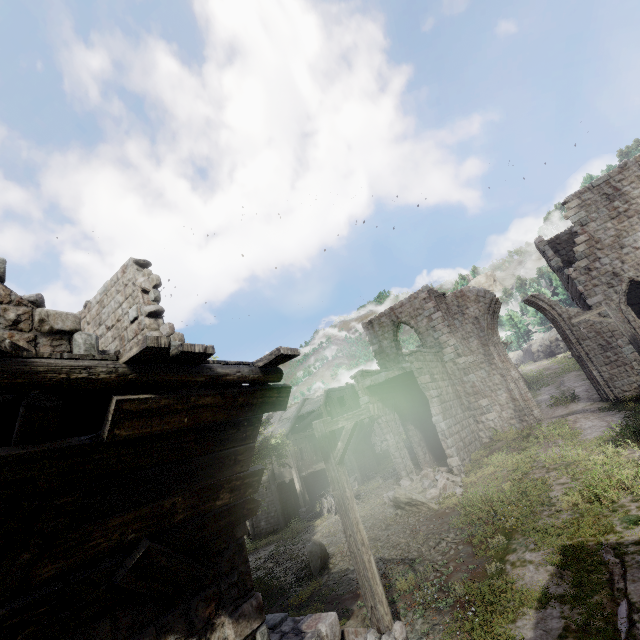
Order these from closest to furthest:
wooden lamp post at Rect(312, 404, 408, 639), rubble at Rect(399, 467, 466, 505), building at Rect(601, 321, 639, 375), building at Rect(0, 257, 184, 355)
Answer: building at Rect(0, 257, 184, 355) < wooden lamp post at Rect(312, 404, 408, 639) < rubble at Rect(399, 467, 466, 505) < building at Rect(601, 321, 639, 375)

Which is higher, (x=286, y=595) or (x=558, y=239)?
(x=558, y=239)

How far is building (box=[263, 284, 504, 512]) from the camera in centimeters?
1772cm

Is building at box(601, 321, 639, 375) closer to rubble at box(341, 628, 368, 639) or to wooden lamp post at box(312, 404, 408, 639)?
rubble at box(341, 628, 368, 639)

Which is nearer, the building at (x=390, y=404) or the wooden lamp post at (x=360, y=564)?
the wooden lamp post at (x=360, y=564)

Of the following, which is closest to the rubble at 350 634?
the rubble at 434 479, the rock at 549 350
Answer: the rubble at 434 479

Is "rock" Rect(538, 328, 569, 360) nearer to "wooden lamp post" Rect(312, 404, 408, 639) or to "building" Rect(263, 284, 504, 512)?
"building" Rect(263, 284, 504, 512)

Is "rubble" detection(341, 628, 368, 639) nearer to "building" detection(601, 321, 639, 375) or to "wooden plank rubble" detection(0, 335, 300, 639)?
"building" detection(601, 321, 639, 375)
